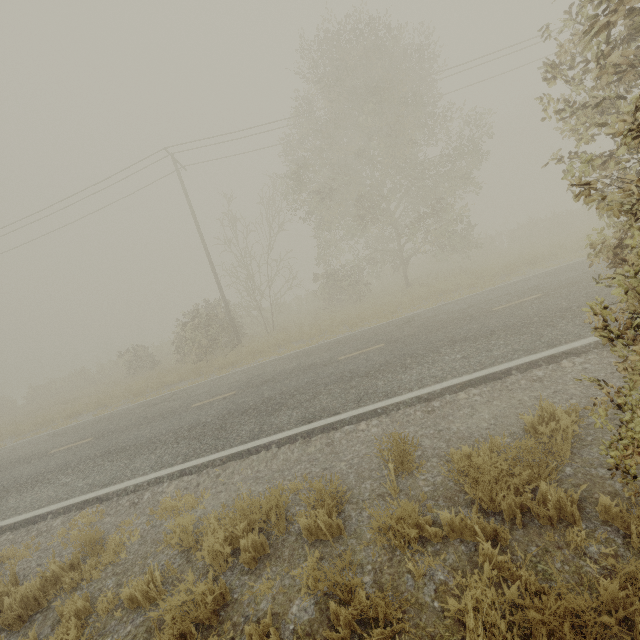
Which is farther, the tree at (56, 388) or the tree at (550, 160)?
A: the tree at (56, 388)

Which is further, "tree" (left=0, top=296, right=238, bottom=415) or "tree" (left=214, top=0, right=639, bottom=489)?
"tree" (left=0, top=296, right=238, bottom=415)

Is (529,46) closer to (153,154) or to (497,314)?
(497,314)
